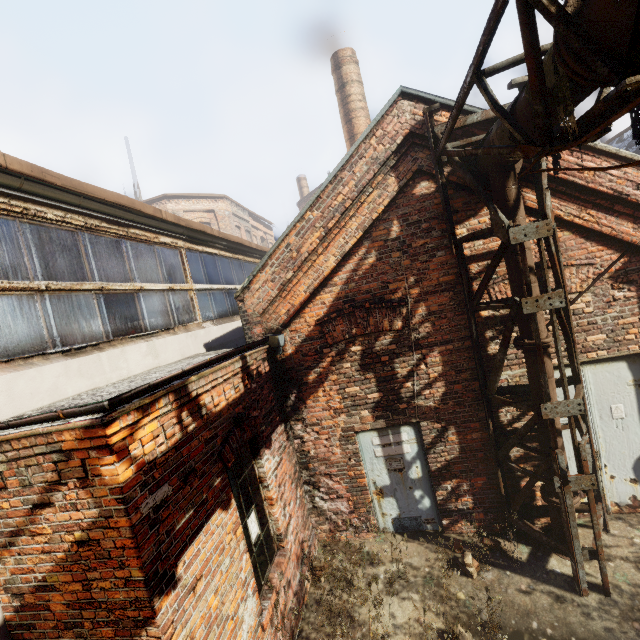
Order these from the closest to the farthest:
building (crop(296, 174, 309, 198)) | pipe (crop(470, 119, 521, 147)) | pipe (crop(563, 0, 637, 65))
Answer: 1. pipe (crop(563, 0, 637, 65))
2. pipe (crop(470, 119, 521, 147))
3. building (crop(296, 174, 309, 198))

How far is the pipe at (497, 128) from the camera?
3.5 meters

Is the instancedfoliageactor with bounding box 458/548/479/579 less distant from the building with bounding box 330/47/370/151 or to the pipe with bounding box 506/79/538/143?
the pipe with bounding box 506/79/538/143

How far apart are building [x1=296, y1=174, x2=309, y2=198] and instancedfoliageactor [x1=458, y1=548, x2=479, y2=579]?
29.47m

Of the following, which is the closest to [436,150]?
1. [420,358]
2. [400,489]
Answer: [420,358]

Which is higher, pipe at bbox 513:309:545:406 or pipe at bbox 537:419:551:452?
pipe at bbox 513:309:545:406

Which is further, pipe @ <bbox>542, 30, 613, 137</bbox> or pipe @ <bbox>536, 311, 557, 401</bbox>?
pipe @ <bbox>536, 311, 557, 401</bbox>
